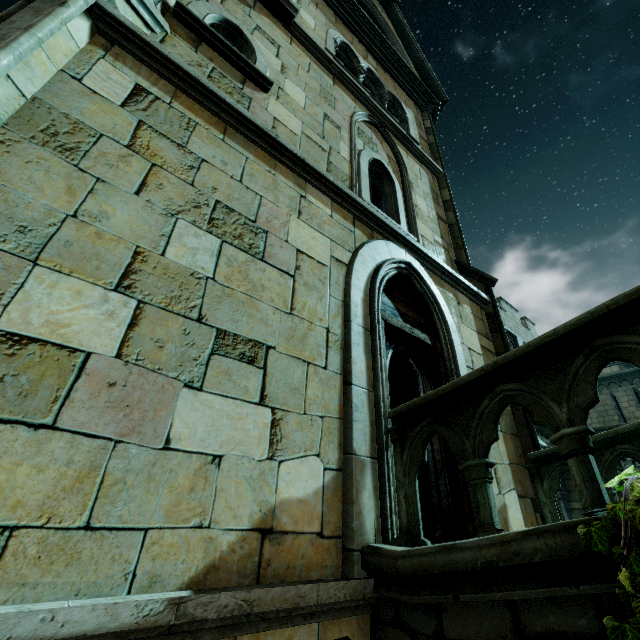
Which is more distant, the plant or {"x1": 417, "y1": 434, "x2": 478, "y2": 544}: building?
{"x1": 417, "y1": 434, "x2": 478, "y2": 544}: building

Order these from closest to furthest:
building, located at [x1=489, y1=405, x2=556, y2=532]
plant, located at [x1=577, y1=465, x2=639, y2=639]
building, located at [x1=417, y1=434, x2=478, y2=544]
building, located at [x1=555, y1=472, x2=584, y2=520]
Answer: plant, located at [x1=577, y1=465, x2=639, y2=639], building, located at [x1=417, y1=434, x2=478, y2=544], building, located at [x1=489, y1=405, x2=556, y2=532], building, located at [x1=555, y1=472, x2=584, y2=520]

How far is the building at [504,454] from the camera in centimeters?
436cm

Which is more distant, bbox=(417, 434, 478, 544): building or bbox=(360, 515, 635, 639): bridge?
bbox=(417, 434, 478, 544): building

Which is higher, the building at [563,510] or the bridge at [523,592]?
the building at [563,510]

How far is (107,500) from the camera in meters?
1.8 m

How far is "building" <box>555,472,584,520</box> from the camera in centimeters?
914cm
